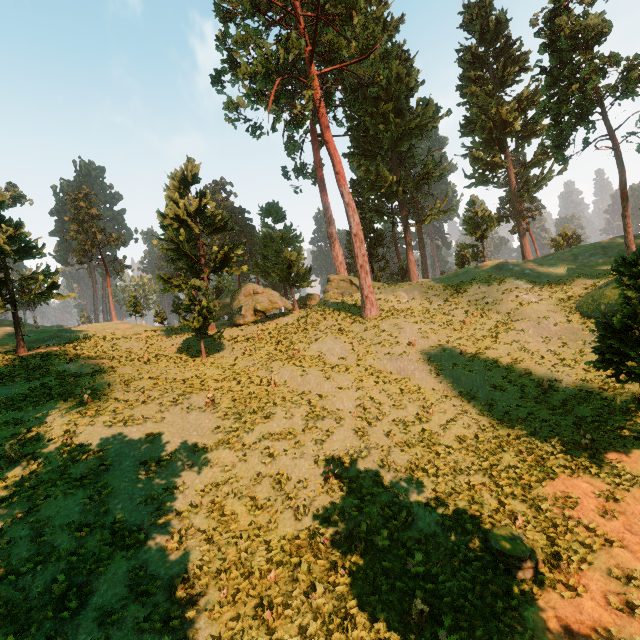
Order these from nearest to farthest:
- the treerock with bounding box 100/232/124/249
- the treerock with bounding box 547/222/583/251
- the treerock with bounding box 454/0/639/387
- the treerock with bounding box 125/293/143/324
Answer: the treerock with bounding box 454/0/639/387
the treerock with bounding box 125/293/143/324
the treerock with bounding box 547/222/583/251
the treerock with bounding box 100/232/124/249

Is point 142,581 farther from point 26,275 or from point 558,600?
point 26,275

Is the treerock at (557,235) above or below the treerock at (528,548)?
above

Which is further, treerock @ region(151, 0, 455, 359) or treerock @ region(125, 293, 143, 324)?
treerock @ region(125, 293, 143, 324)

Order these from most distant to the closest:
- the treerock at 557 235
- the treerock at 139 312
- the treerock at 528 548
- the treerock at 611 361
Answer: the treerock at 557 235 → the treerock at 139 312 → the treerock at 611 361 → the treerock at 528 548
